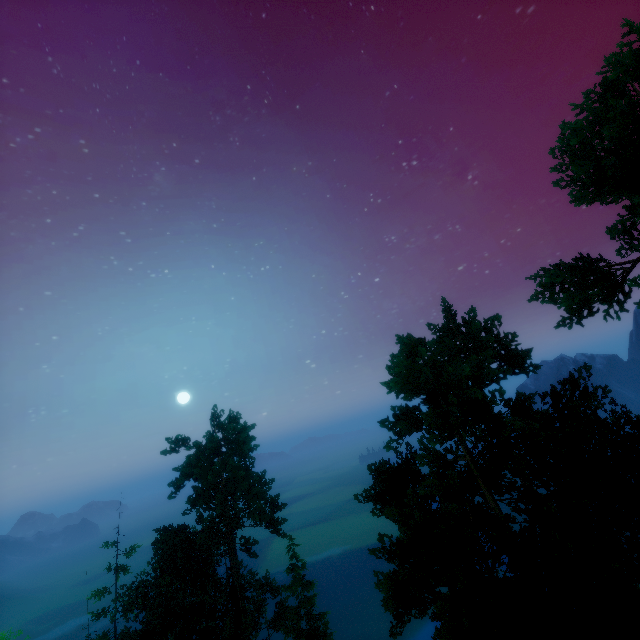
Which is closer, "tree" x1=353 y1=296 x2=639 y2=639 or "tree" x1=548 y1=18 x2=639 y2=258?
"tree" x1=353 y1=296 x2=639 y2=639

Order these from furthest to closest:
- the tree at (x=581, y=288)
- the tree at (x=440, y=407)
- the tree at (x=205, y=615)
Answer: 1. the tree at (x=205, y=615)
2. the tree at (x=581, y=288)
3. the tree at (x=440, y=407)

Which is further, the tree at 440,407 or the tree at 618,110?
the tree at 618,110

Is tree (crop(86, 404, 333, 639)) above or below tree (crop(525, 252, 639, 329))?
below

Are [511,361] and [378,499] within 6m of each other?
no

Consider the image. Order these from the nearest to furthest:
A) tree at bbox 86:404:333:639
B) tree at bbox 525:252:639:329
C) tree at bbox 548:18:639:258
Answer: tree at bbox 548:18:639:258 < tree at bbox 525:252:639:329 < tree at bbox 86:404:333:639
